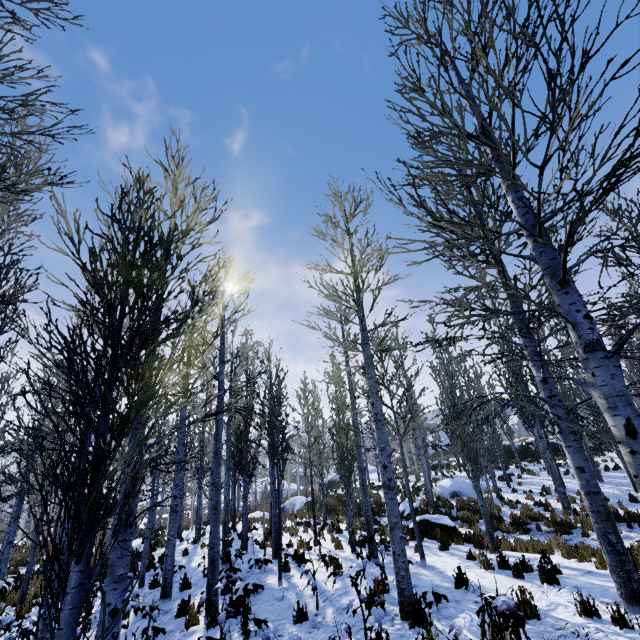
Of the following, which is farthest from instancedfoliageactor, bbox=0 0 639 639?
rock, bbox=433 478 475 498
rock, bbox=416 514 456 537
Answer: rock, bbox=416 514 456 537

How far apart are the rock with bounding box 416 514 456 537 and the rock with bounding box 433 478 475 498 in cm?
649

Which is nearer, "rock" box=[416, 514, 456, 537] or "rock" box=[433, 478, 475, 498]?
"rock" box=[416, 514, 456, 537]

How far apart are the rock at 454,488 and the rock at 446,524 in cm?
649

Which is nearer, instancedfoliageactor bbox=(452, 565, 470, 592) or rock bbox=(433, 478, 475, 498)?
instancedfoliageactor bbox=(452, 565, 470, 592)

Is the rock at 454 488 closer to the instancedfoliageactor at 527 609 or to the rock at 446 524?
the instancedfoliageactor at 527 609

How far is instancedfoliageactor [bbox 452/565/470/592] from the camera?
6.3 meters

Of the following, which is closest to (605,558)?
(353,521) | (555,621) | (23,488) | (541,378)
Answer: (555,621)
